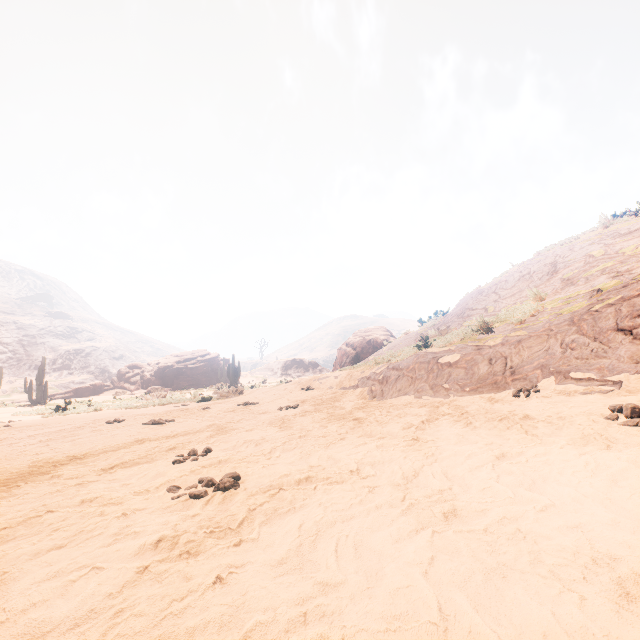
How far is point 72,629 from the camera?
1.4 meters

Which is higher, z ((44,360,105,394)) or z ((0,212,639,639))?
z ((44,360,105,394))

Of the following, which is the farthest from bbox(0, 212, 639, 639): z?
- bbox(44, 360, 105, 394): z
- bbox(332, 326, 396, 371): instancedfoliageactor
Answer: bbox(44, 360, 105, 394): z

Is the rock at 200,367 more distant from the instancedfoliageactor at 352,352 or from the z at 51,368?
the z at 51,368

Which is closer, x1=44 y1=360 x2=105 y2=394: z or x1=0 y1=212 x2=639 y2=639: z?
x1=0 y1=212 x2=639 y2=639: z

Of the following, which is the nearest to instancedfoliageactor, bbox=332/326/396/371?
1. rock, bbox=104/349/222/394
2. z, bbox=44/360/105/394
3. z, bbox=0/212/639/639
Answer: rock, bbox=104/349/222/394

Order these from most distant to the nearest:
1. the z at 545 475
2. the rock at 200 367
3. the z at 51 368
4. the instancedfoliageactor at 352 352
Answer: the z at 51 368 → the rock at 200 367 → the instancedfoliageactor at 352 352 → the z at 545 475

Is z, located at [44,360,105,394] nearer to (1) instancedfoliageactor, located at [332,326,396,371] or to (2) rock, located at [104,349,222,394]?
(2) rock, located at [104,349,222,394]
